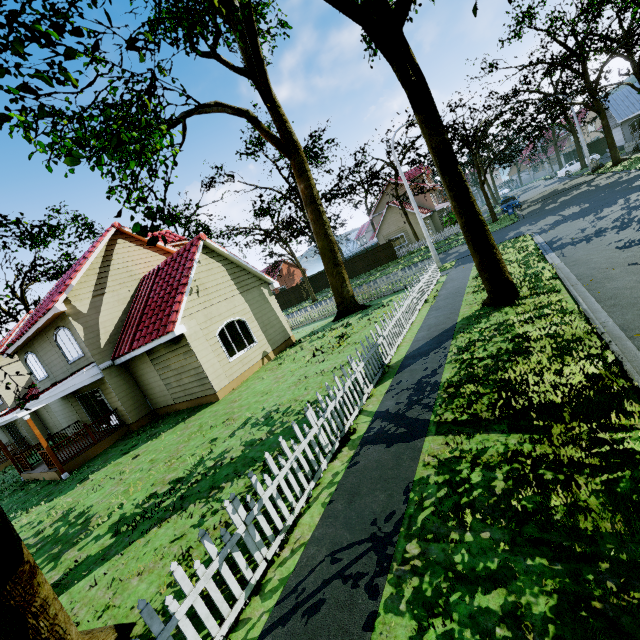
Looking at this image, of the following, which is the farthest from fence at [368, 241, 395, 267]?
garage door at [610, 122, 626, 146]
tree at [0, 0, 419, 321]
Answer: garage door at [610, 122, 626, 146]

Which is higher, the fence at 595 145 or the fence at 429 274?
the fence at 595 145

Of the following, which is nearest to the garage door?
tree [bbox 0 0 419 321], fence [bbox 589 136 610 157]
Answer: tree [bbox 0 0 419 321]

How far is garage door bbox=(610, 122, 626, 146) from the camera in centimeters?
3856cm

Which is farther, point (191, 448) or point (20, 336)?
point (20, 336)

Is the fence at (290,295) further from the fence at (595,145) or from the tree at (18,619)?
the tree at (18,619)

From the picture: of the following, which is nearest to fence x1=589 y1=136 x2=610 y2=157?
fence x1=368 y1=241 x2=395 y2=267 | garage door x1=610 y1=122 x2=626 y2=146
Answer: fence x1=368 y1=241 x2=395 y2=267

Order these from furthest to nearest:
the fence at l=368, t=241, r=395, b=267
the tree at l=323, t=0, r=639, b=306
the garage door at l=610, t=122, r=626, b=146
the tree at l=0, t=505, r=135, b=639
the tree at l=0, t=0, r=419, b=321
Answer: the garage door at l=610, t=122, r=626, b=146 → the fence at l=368, t=241, r=395, b=267 → the tree at l=323, t=0, r=639, b=306 → the tree at l=0, t=0, r=419, b=321 → the tree at l=0, t=505, r=135, b=639
